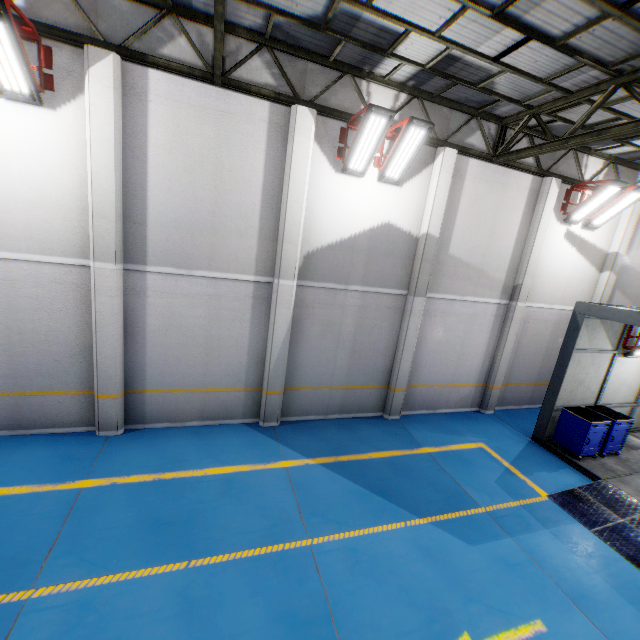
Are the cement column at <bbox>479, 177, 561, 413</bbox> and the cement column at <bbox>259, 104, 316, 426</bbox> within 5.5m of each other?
no

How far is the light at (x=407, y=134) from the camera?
6.9m

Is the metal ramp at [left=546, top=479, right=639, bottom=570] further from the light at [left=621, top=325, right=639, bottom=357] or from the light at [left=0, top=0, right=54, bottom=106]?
→ the light at [left=0, top=0, right=54, bottom=106]

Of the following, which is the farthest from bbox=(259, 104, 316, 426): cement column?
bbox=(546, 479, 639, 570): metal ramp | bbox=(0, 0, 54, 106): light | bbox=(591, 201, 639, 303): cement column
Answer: bbox=(591, 201, 639, 303): cement column

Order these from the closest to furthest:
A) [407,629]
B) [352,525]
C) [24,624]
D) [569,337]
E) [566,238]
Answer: [24,624], [407,629], [352,525], [569,337], [566,238]

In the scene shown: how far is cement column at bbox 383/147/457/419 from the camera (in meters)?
Result: 8.58

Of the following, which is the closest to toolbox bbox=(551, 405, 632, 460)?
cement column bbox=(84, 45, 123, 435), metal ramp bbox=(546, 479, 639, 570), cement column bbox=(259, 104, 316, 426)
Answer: metal ramp bbox=(546, 479, 639, 570)

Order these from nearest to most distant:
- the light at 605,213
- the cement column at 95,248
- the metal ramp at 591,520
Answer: the cement column at 95,248 → the metal ramp at 591,520 → the light at 605,213
